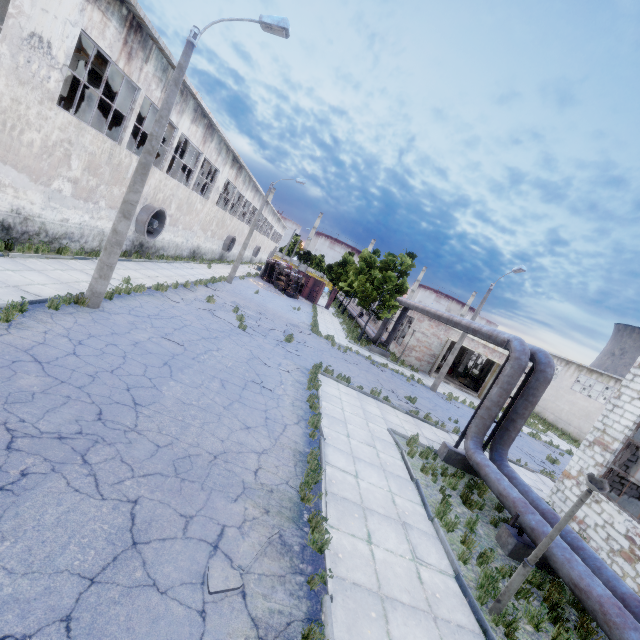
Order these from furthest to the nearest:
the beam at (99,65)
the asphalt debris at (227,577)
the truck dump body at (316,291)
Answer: the truck dump body at (316,291) < the beam at (99,65) < the asphalt debris at (227,577)

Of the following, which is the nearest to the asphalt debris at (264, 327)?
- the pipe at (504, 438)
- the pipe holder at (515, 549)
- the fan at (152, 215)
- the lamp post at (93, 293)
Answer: the lamp post at (93, 293)

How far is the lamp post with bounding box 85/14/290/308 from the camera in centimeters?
923cm

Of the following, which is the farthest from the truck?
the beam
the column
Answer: the column

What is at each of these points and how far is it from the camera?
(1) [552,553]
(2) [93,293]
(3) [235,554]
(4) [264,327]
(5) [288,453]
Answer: (1) pipe, 7.1m
(2) lamp post, 10.2m
(3) asphalt debris, 4.8m
(4) asphalt debris, 18.4m
(5) asphalt debris, 7.8m

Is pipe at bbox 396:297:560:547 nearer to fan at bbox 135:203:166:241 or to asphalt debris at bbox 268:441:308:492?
asphalt debris at bbox 268:441:308:492

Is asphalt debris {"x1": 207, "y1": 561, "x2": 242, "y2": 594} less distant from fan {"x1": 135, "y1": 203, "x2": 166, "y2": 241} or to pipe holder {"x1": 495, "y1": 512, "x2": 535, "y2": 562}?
pipe holder {"x1": 495, "y1": 512, "x2": 535, "y2": 562}

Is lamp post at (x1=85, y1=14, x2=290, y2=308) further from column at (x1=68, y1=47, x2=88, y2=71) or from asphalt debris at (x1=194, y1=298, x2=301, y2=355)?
column at (x1=68, y1=47, x2=88, y2=71)
